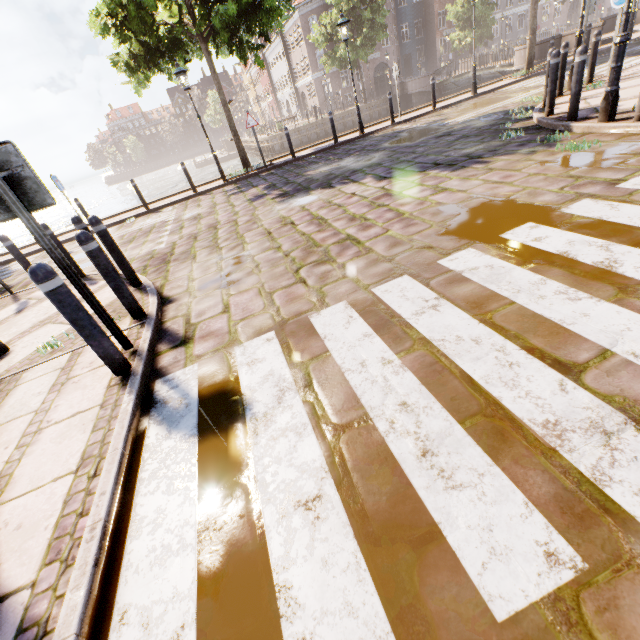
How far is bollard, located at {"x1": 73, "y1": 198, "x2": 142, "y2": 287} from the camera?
4.45m

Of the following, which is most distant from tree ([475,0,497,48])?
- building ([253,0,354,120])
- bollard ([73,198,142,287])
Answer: bollard ([73,198,142,287])

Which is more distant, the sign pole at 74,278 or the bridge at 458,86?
the bridge at 458,86

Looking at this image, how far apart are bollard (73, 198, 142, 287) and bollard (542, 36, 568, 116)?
10.16m

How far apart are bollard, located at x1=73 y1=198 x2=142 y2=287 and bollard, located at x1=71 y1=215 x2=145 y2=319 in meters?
2.3

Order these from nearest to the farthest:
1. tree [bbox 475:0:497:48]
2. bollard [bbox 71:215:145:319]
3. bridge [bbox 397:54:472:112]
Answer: bollard [bbox 71:215:145:319]
bridge [bbox 397:54:472:112]
tree [bbox 475:0:497:48]

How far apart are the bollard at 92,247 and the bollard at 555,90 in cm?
983

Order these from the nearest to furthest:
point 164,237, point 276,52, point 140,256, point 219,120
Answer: point 140,256 < point 164,237 < point 276,52 < point 219,120
